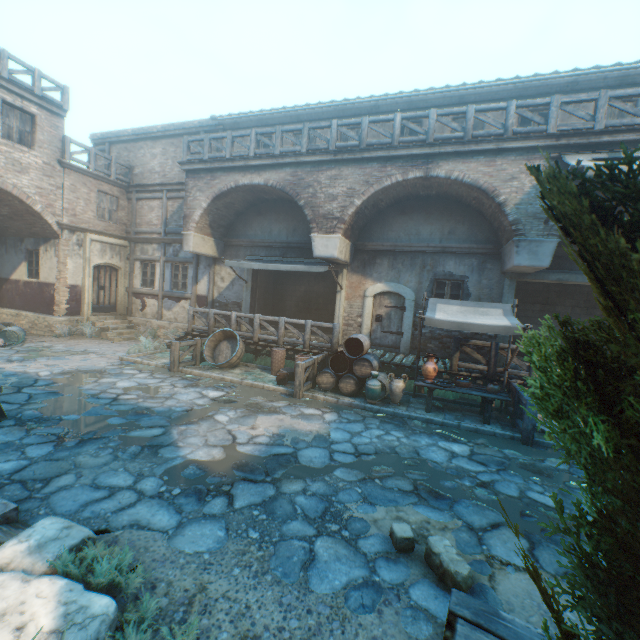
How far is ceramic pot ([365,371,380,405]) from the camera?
8.5m

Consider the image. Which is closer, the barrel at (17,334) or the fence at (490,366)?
the fence at (490,366)

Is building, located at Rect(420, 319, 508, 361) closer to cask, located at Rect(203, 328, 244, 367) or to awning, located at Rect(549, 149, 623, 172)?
awning, located at Rect(549, 149, 623, 172)

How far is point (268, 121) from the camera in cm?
1327

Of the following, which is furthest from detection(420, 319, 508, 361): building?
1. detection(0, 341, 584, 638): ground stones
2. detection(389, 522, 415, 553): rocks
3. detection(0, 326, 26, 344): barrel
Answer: detection(0, 326, 26, 344): barrel

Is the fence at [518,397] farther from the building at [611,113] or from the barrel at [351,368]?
the building at [611,113]

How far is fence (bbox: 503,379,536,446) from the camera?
6.88m

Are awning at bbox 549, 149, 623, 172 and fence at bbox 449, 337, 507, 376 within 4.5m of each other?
yes
